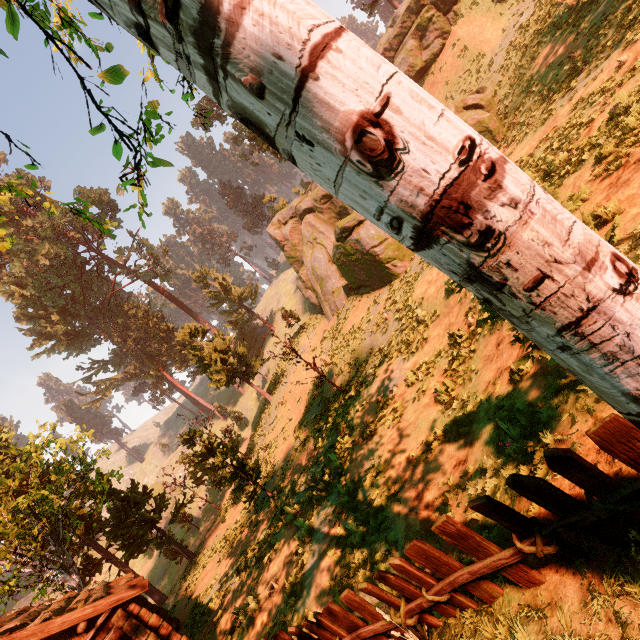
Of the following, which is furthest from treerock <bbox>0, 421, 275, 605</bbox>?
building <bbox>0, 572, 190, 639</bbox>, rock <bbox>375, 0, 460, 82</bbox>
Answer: rock <bbox>375, 0, 460, 82</bbox>

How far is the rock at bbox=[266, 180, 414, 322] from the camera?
20.0 meters

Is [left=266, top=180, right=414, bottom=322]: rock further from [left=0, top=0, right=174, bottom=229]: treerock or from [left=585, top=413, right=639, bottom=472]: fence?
[left=585, top=413, right=639, bottom=472]: fence

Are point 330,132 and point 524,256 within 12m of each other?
yes

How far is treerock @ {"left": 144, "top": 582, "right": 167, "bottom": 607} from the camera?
25.4 meters

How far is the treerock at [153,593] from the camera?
25.4m

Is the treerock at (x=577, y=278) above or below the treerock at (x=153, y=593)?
above

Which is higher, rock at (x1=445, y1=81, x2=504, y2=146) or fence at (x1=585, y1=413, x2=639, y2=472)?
rock at (x1=445, y1=81, x2=504, y2=146)
